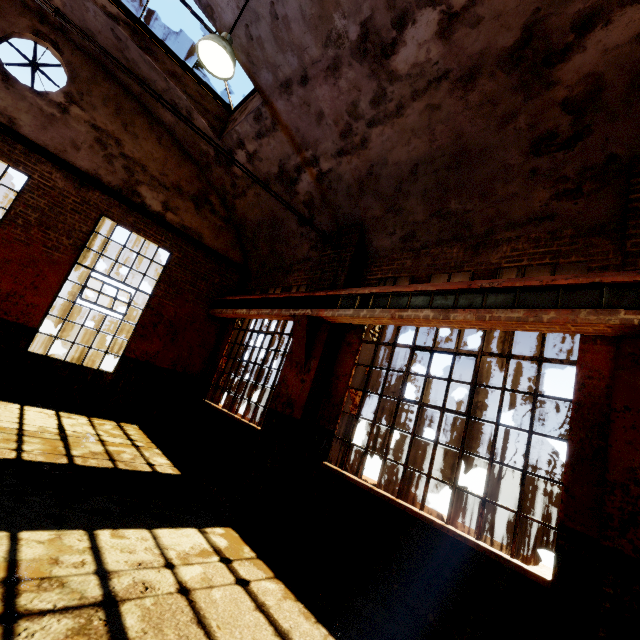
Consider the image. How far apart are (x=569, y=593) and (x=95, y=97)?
11.9m

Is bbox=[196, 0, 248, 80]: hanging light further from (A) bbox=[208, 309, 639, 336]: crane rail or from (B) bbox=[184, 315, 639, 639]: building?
(A) bbox=[208, 309, 639, 336]: crane rail

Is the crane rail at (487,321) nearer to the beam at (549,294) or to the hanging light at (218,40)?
the beam at (549,294)

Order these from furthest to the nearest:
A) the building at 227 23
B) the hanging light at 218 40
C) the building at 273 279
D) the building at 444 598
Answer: the building at 227 23
the hanging light at 218 40
the building at 273 279
the building at 444 598

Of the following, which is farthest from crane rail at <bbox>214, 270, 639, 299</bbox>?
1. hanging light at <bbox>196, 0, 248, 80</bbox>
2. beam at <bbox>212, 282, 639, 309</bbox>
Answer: hanging light at <bbox>196, 0, 248, 80</bbox>

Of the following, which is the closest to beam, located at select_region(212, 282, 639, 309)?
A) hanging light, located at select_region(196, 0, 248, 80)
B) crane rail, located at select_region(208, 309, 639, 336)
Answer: crane rail, located at select_region(208, 309, 639, 336)

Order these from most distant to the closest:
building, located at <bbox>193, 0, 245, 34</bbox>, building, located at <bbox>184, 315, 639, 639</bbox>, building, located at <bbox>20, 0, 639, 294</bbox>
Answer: building, located at <bbox>193, 0, 245, 34</bbox>
building, located at <bbox>20, 0, 639, 294</bbox>
building, located at <bbox>184, 315, 639, 639</bbox>

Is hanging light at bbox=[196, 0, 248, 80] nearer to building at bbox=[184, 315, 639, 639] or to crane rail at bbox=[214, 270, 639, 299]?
building at bbox=[184, 315, 639, 639]
